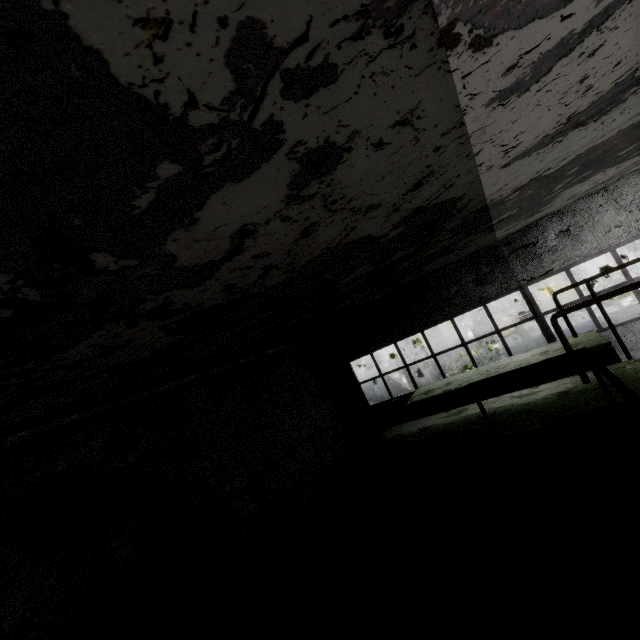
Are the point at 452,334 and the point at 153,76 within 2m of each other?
no

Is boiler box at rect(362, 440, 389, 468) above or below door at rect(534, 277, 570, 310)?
above

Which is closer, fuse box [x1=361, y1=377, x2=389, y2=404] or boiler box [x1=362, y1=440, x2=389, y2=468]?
boiler box [x1=362, y1=440, x2=389, y2=468]

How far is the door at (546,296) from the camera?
29.3 meters

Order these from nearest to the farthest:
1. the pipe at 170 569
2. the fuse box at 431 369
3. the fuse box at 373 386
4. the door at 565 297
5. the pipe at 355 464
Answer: the pipe at 170 569 → the pipe at 355 464 → the fuse box at 373 386 → the fuse box at 431 369 → the door at 565 297

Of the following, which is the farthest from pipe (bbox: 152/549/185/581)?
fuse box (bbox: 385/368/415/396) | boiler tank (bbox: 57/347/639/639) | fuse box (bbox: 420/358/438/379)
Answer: fuse box (bbox: 420/358/438/379)

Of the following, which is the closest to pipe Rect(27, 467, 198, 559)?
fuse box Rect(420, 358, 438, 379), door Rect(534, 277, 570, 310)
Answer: fuse box Rect(420, 358, 438, 379)

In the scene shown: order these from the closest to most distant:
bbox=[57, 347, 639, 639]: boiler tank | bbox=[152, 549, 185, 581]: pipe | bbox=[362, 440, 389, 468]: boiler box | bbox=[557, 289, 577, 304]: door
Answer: bbox=[57, 347, 639, 639]: boiler tank → bbox=[152, 549, 185, 581]: pipe → bbox=[362, 440, 389, 468]: boiler box → bbox=[557, 289, 577, 304]: door
